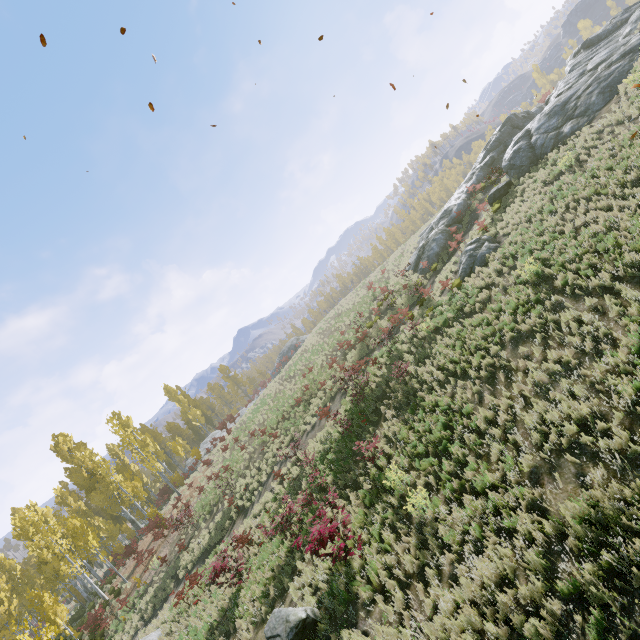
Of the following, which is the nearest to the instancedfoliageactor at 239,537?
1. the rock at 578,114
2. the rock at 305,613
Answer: A: the rock at 305,613

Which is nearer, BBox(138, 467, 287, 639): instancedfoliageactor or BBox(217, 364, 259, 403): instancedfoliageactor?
BBox(138, 467, 287, 639): instancedfoliageactor

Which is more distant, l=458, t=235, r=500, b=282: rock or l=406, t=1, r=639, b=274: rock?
l=406, t=1, r=639, b=274: rock

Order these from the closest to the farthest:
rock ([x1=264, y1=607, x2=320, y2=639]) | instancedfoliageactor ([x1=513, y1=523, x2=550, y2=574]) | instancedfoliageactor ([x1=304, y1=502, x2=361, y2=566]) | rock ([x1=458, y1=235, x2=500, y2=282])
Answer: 1. instancedfoliageactor ([x1=513, y1=523, x2=550, y2=574])
2. rock ([x1=264, y1=607, x2=320, y2=639])
3. instancedfoliageactor ([x1=304, y1=502, x2=361, y2=566])
4. rock ([x1=458, y1=235, x2=500, y2=282])

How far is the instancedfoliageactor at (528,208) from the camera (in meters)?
16.41

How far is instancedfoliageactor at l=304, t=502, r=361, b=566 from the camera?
8.9 meters

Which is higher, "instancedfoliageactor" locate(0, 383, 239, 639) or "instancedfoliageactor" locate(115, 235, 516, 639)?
"instancedfoliageactor" locate(0, 383, 239, 639)

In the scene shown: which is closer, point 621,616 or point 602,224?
point 621,616
